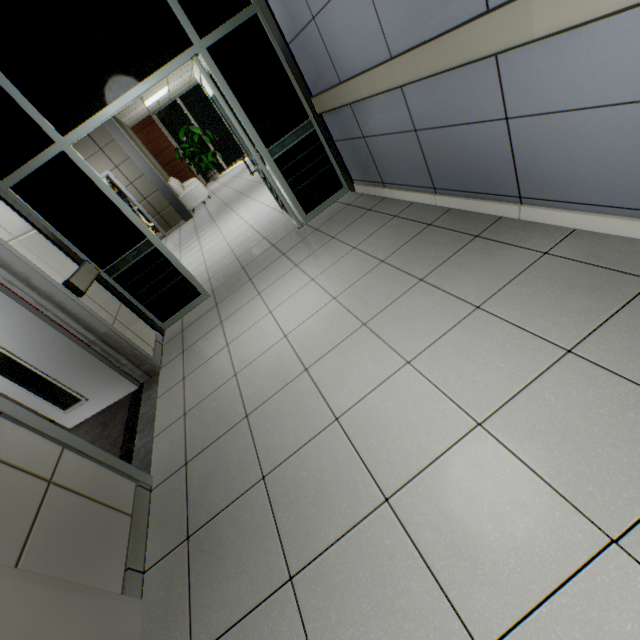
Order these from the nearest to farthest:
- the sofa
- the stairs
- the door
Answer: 1. the door
2. the stairs
3. the sofa

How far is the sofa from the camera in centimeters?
1000cm

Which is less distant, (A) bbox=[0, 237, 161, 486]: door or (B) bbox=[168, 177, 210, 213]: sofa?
(A) bbox=[0, 237, 161, 486]: door

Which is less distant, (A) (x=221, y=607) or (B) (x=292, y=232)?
(A) (x=221, y=607)

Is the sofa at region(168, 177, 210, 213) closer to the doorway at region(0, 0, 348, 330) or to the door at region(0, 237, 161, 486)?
the doorway at region(0, 0, 348, 330)

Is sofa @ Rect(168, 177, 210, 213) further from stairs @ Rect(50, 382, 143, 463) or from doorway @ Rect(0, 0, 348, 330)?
stairs @ Rect(50, 382, 143, 463)

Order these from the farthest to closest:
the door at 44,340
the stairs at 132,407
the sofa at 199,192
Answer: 1. the sofa at 199,192
2. the stairs at 132,407
3. the door at 44,340

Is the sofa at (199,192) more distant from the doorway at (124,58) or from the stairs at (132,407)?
the stairs at (132,407)
